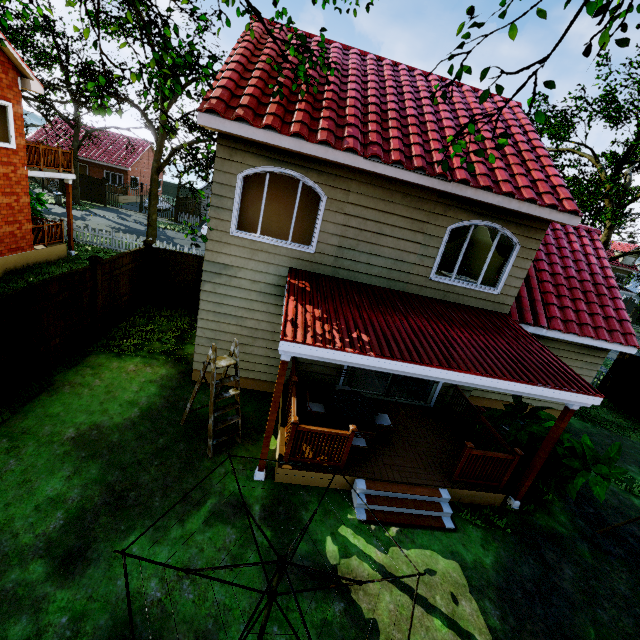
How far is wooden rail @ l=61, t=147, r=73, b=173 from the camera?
13.9 meters

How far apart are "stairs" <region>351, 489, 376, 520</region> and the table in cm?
99

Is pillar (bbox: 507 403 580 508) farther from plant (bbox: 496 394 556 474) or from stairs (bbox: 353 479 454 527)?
stairs (bbox: 353 479 454 527)

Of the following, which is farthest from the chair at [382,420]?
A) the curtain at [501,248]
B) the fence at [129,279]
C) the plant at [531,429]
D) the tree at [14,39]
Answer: the fence at [129,279]

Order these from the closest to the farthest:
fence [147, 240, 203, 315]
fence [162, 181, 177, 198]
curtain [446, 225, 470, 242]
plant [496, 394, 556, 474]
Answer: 1. plant [496, 394, 556, 474]
2. curtain [446, 225, 470, 242]
3. fence [147, 240, 203, 315]
4. fence [162, 181, 177, 198]

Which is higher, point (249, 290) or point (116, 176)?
point (249, 290)

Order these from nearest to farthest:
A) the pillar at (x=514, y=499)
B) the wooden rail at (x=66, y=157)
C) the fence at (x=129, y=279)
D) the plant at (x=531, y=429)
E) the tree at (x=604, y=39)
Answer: the tree at (x=604, y=39)
the pillar at (x=514, y=499)
the plant at (x=531, y=429)
the fence at (x=129, y=279)
the wooden rail at (x=66, y=157)

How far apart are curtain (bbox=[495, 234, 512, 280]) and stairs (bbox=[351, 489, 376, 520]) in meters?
5.4 m
